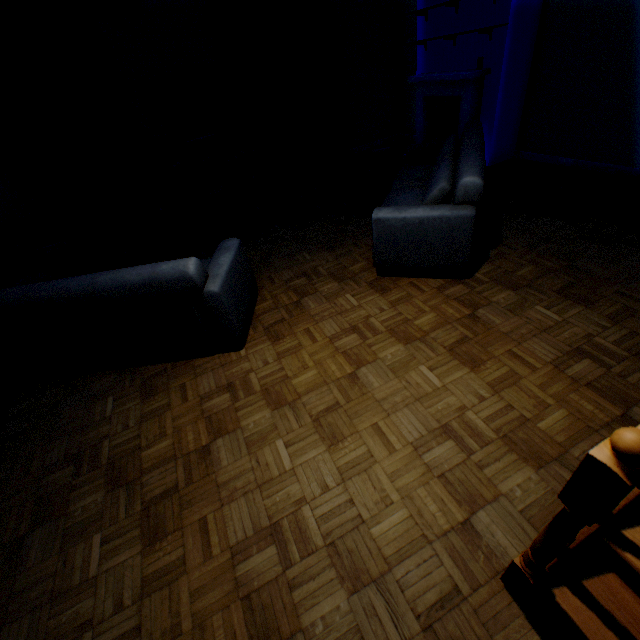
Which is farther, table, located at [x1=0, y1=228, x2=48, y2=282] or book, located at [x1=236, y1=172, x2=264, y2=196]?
book, located at [x1=236, y1=172, x2=264, y2=196]

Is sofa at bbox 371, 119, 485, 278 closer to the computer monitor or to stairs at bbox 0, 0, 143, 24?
stairs at bbox 0, 0, 143, 24

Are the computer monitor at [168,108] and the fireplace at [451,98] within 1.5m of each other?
no

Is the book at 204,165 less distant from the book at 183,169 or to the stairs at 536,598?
the book at 183,169

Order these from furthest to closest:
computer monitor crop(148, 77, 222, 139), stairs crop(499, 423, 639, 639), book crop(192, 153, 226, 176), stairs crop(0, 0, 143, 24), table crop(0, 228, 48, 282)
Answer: book crop(192, 153, 226, 176) < computer monitor crop(148, 77, 222, 139) < table crop(0, 228, 48, 282) < stairs crop(0, 0, 143, 24) < stairs crop(499, 423, 639, 639)

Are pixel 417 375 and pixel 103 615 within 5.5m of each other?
yes

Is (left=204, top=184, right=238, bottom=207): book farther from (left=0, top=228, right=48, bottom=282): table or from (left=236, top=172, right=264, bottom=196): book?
(left=0, top=228, right=48, bottom=282): table

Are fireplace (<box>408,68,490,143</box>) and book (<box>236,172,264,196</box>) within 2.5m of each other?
no
